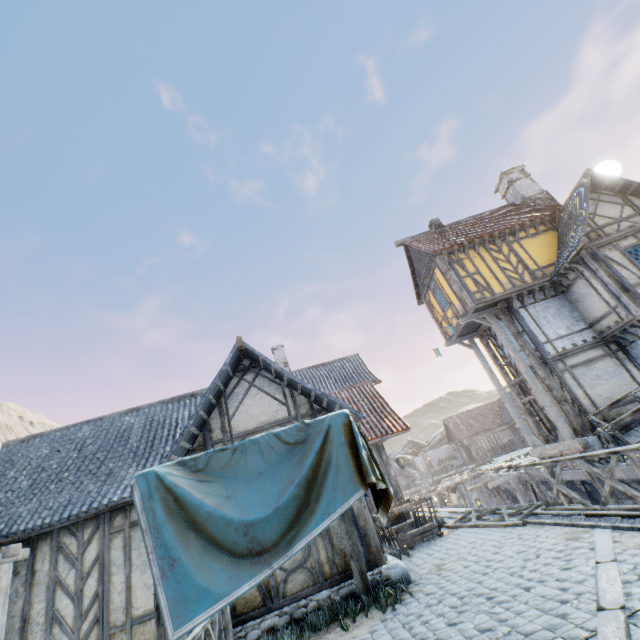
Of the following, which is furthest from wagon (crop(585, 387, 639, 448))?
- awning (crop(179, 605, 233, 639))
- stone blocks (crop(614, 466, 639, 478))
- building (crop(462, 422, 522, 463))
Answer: building (crop(462, 422, 522, 463))

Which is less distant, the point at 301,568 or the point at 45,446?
the point at 301,568

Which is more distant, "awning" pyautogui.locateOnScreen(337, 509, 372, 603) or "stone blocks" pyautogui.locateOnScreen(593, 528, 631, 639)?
"awning" pyautogui.locateOnScreen(337, 509, 372, 603)

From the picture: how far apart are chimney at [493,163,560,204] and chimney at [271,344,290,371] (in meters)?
16.87

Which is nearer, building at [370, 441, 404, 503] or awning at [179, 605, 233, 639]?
awning at [179, 605, 233, 639]

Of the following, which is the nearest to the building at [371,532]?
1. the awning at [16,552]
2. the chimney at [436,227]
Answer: the awning at [16,552]

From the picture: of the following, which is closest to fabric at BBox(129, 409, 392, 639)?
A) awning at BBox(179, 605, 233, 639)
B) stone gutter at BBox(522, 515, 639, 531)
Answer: awning at BBox(179, 605, 233, 639)

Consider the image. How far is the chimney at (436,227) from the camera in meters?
17.6
